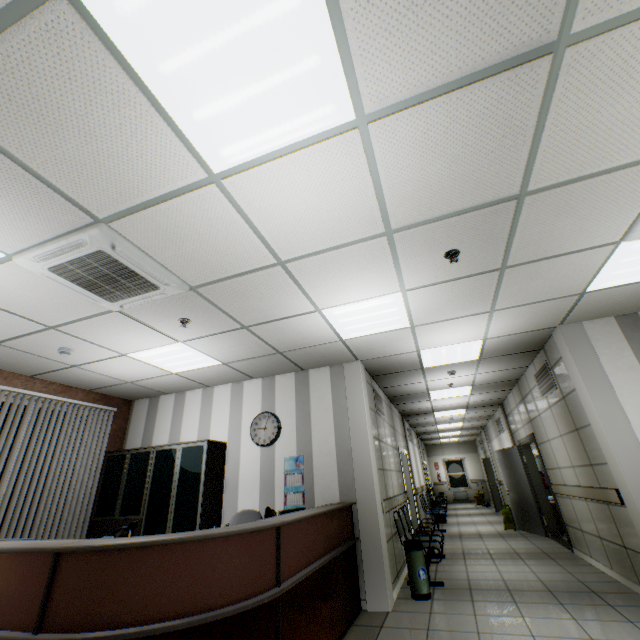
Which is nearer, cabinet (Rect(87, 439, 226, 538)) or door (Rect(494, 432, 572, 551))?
cabinet (Rect(87, 439, 226, 538))

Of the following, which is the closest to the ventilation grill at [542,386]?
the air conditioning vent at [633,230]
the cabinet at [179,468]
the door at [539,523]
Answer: the door at [539,523]

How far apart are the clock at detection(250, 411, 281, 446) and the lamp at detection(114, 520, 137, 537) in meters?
2.8

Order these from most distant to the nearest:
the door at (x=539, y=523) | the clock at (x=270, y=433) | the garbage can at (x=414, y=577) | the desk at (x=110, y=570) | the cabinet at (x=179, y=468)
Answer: the door at (x=539, y=523), the clock at (x=270, y=433), the cabinet at (x=179, y=468), the garbage can at (x=414, y=577), the desk at (x=110, y=570)

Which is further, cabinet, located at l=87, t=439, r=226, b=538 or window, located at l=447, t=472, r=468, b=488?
window, located at l=447, t=472, r=468, b=488

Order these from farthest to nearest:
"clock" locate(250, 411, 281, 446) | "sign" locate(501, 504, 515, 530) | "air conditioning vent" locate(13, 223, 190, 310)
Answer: "sign" locate(501, 504, 515, 530)
"clock" locate(250, 411, 281, 446)
"air conditioning vent" locate(13, 223, 190, 310)

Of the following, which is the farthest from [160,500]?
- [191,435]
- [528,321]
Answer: [528,321]

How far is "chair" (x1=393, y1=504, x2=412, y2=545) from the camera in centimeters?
534cm
